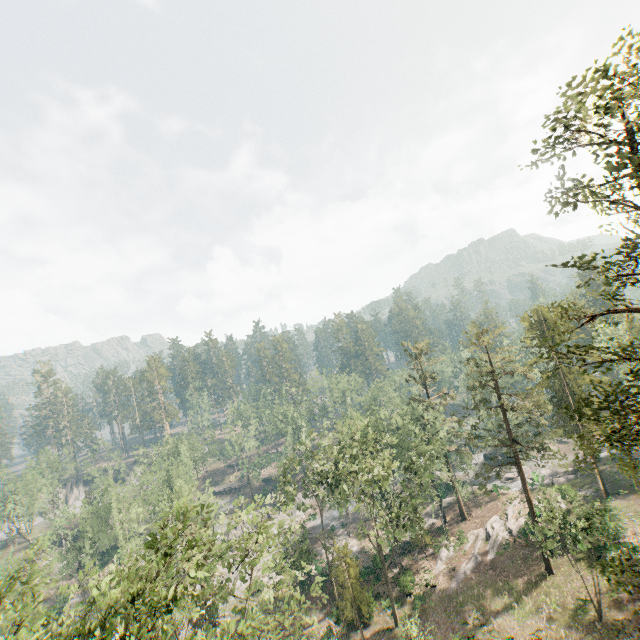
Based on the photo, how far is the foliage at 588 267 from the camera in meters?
12.3 m

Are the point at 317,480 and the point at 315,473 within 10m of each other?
yes

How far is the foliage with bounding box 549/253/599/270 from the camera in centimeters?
1233cm

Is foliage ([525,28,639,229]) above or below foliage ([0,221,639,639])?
above

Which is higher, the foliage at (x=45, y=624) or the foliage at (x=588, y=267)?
the foliage at (x=588, y=267)

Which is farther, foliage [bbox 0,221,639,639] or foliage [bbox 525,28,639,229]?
foliage [bbox 0,221,639,639]
